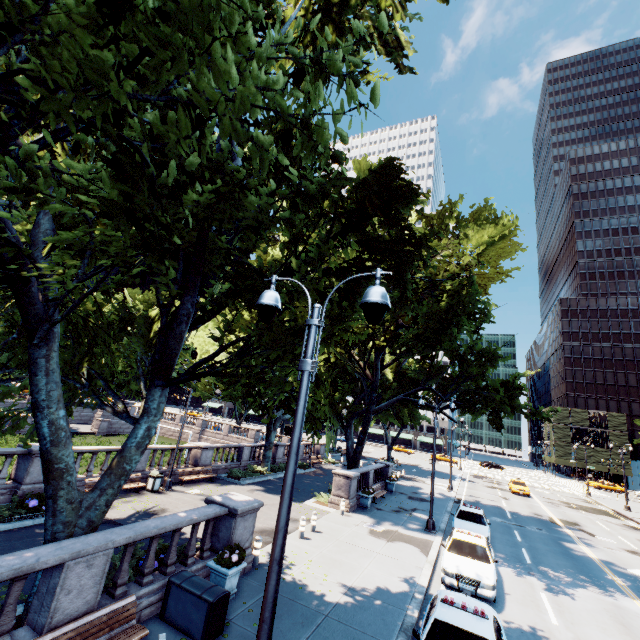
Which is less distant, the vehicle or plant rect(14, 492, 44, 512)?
plant rect(14, 492, 44, 512)

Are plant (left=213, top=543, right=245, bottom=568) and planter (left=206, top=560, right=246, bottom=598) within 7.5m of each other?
yes

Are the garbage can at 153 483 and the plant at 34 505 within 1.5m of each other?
no

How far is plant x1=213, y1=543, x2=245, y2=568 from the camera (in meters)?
9.04

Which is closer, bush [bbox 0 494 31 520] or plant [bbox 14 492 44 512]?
bush [bbox 0 494 31 520]

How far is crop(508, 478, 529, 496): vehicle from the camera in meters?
37.0

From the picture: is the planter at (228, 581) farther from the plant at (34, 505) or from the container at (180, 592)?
the plant at (34, 505)

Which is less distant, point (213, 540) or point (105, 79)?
point (105, 79)
